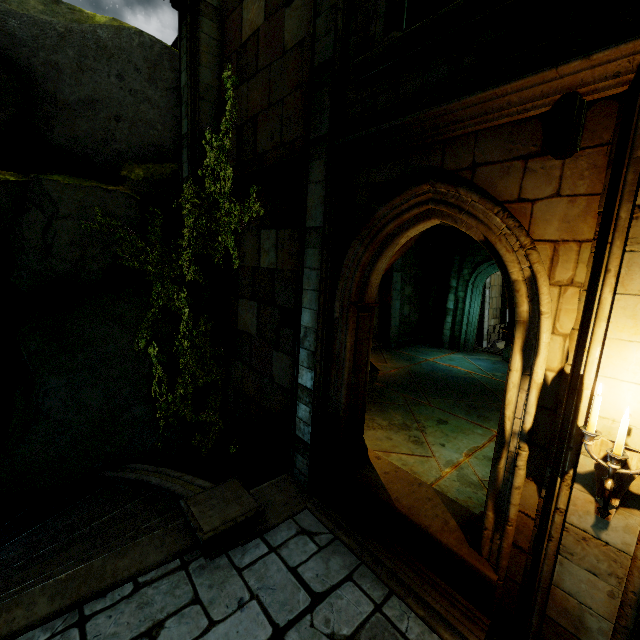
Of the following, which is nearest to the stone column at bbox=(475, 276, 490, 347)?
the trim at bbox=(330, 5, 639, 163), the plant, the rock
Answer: the rock

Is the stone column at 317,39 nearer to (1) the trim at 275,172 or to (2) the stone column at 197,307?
(1) the trim at 275,172

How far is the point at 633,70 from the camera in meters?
2.3 m

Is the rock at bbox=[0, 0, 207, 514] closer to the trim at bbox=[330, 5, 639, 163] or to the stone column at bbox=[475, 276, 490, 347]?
the trim at bbox=[330, 5, 639, 163]

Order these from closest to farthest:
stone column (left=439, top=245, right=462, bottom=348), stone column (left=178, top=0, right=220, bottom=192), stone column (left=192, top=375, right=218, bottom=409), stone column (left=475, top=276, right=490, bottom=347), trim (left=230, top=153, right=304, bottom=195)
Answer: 1. trim (left=230, top=153, right=304, bottom=195)
2. stone column (left=178, top=0, right=220, bottom=192)
3. stone column (left=192, top=375, right=218, bottom=409)
4. stone column (left=439, top=245, right=462, bottom=348)
5. stone column (left=475, top=276, right=490, bottom=347)

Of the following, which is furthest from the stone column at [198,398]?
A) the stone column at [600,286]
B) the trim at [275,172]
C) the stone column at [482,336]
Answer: the stone column at [482,336]

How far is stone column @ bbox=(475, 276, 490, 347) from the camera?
19.44m

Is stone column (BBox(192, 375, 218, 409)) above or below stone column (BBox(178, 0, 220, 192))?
below
